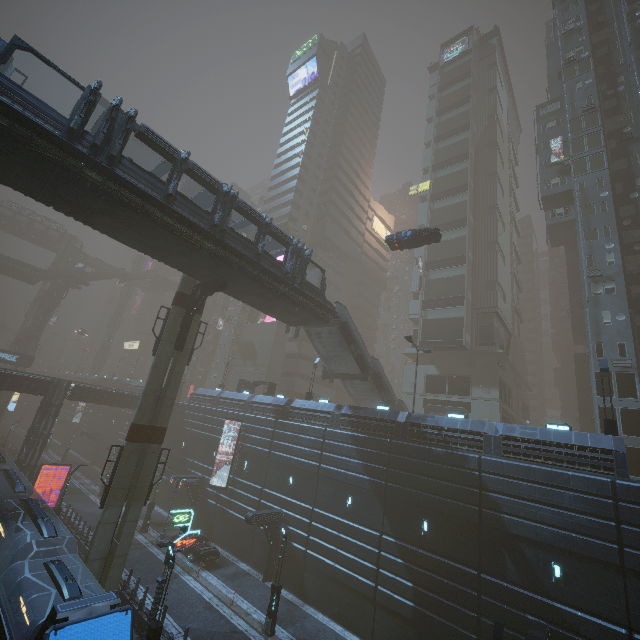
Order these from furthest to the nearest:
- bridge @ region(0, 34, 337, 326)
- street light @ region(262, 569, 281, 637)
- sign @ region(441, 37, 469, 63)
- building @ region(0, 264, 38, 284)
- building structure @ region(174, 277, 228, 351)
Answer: sign @ region(441, 37, 469, 63), building @ region(0, 264, 38, 284), building structure @ region(174, 277, 228, 351), street light @ region(262, 569, 281, 637), bridge @ region(0, 34, 337, 326)

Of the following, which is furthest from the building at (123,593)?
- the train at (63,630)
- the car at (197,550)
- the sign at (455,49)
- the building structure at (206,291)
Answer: the building structure at (206,291)

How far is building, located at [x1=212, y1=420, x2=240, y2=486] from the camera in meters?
32.6 m

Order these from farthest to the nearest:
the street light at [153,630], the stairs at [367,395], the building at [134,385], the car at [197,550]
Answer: the building at [134,385]
the stairs at [367,395]
the car at [197,550]
the street light at [153,630]

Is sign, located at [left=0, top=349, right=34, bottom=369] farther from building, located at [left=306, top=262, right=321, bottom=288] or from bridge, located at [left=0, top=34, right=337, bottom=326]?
bridge, located at [left=0, top=34, right=337, bottom=326]

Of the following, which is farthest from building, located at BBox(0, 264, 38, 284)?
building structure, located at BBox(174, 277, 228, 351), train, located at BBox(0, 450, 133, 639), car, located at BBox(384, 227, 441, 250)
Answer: building structure, located at BBox(174, 277, 228, 351)

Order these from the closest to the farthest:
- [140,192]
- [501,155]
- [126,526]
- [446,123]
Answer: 1. [140,192]
2. [126,526]
3. [501,155]
4. [446,123]

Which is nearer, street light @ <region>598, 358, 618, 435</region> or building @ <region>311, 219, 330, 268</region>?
street light @ <region>598, 358, 618, 435</region>
